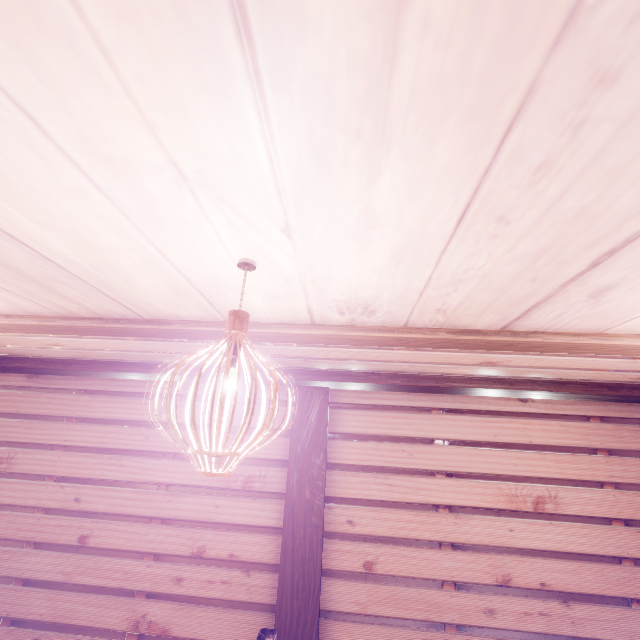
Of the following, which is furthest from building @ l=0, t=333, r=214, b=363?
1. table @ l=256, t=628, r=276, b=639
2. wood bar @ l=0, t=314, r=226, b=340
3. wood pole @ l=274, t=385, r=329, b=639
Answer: table @ l=256, t=628, r=276, b=639

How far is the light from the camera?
1.5 meters

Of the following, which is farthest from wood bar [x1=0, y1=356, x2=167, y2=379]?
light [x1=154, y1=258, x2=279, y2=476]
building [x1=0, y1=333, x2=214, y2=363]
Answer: light [x1=154, y1=258, x2=279, y2=476]

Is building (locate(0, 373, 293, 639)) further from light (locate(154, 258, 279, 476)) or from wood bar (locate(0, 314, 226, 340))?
light (locate(154, 258, 279, 476))

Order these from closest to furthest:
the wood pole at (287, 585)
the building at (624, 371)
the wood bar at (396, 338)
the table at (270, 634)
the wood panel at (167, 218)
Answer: the wood panel at (167, 218) < the table at (270, 634) < the wood bar at (396, 338) < the building at (624, 371) < the wood pole at (287, 585)

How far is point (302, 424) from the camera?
6.5 meters

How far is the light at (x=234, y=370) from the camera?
1.48m

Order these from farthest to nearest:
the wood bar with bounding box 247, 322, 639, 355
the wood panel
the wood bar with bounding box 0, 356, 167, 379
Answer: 1. the wood bar with bounding box 0, 356, 167, 379
2. the wood bar with bounding box 247, 322, 639, 355
3. the wood panel
